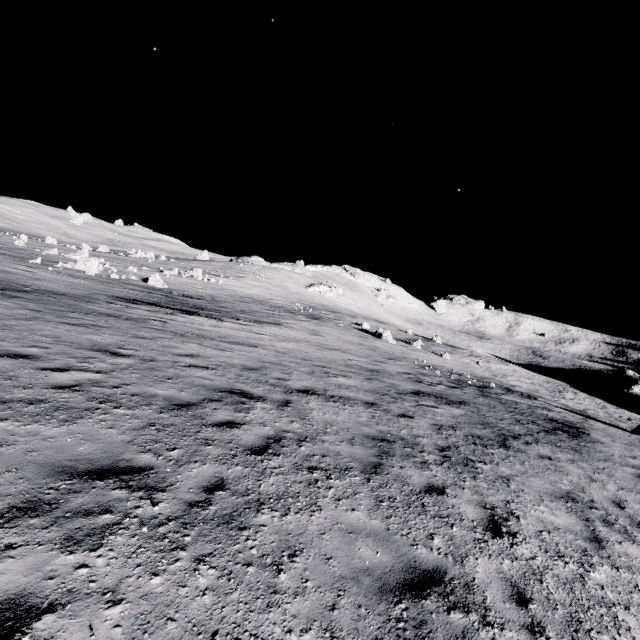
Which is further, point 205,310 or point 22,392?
point 205,310
